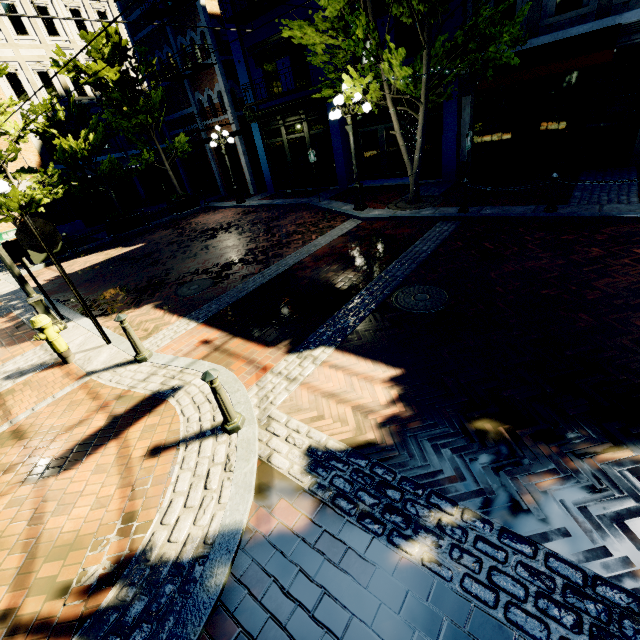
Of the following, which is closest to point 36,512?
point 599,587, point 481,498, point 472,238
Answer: point 481,498

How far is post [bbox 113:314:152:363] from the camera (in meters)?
5.08

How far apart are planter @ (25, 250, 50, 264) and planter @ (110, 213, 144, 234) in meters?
2.3 m

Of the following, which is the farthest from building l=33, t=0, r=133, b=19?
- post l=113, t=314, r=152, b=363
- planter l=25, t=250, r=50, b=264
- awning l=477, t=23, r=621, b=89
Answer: post l=113, t=314, r=152, b=363

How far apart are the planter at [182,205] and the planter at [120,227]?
2.29m

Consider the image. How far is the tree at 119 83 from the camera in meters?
13.9

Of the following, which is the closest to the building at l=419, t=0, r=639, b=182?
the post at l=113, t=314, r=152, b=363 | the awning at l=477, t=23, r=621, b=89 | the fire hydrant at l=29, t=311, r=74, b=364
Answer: the awning at l=477, t=23, r=621, b=89

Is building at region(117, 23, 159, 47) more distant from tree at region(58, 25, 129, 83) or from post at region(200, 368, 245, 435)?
post at region(200, 368, 245, 435)
